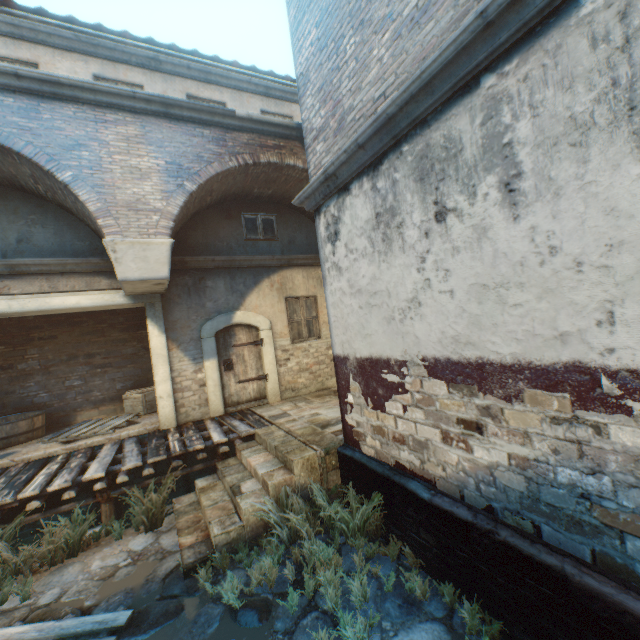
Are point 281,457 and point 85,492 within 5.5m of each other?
yes

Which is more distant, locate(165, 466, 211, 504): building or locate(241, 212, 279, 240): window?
locate(241, 212, 279, 240): window

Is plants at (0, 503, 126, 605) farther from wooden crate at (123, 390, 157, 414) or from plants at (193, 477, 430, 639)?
wooden crate at (123, 390, 157, 414)

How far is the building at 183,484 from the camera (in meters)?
7.34

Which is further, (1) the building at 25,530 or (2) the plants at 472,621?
(1) the building at 25,530

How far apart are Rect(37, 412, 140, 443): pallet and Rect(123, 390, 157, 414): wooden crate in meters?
0.0

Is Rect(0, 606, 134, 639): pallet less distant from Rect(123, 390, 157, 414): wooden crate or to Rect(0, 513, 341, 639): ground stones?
Rect(0, 513, 341, 639): ground stones

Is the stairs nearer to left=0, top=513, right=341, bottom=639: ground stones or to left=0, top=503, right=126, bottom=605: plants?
left=0, top=513, right=341, bottom=639: ground stones
